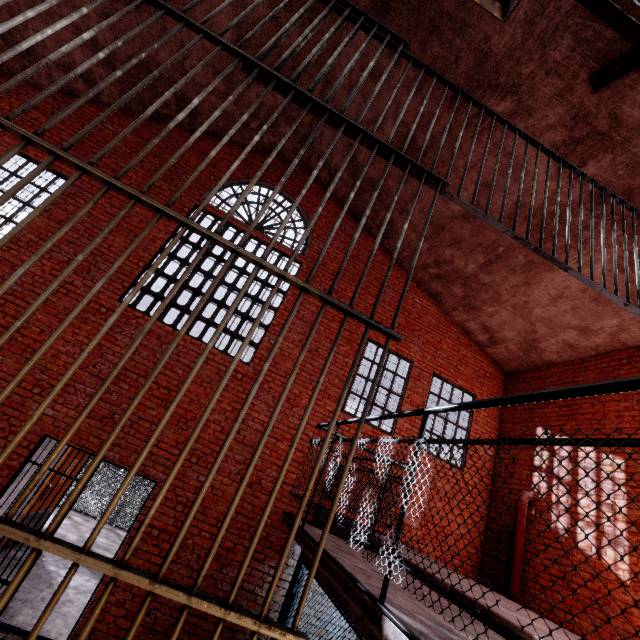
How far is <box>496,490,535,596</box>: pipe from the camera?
6.00m

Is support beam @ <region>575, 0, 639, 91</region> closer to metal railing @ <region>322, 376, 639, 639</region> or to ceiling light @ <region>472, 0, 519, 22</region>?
ceiling light @ <region>472, 0, 519, 22</region>

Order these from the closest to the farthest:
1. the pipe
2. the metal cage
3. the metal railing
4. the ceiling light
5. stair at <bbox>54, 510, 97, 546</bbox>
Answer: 1. the metal railing
2. the ceiling light
3. the pipe
4. stair at <bbox>54, 510, 97, 546</bbox>
5. the metal cage

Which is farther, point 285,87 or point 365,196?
point 365,196

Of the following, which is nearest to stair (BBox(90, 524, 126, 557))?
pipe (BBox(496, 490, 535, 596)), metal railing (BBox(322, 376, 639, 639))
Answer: metal railing (BBox(322, 376, 639, 639))

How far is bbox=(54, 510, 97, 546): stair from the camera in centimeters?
809cm

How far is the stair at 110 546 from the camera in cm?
820

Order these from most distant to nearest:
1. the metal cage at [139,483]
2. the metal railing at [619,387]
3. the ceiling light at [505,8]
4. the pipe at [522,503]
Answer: the metal cage at [139,483] → the pipe at [522,503] → the ceiling light at [505,8] → the metal railing at [619,387]
